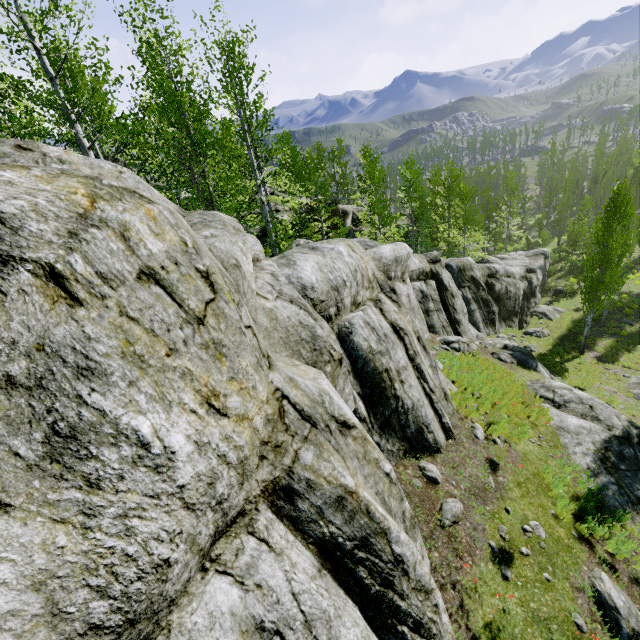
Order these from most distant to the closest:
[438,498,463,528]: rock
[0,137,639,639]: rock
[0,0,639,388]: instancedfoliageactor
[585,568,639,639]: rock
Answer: [0,0,639,388]: instancedfoliageactor
[438,498,463,528]: rock
[585,568,639,639]: rock
[0,137,639,639]: rock

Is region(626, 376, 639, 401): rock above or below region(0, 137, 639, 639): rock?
below

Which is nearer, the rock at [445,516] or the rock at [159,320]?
the rock at [159,320]

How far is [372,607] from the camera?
3.4m

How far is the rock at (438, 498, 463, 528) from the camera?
6.2 meters

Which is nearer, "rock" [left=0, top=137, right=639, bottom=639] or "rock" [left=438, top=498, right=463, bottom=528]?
"rock" [left=0, top=137, right=639, bottom=639]

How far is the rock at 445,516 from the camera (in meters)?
6.24
